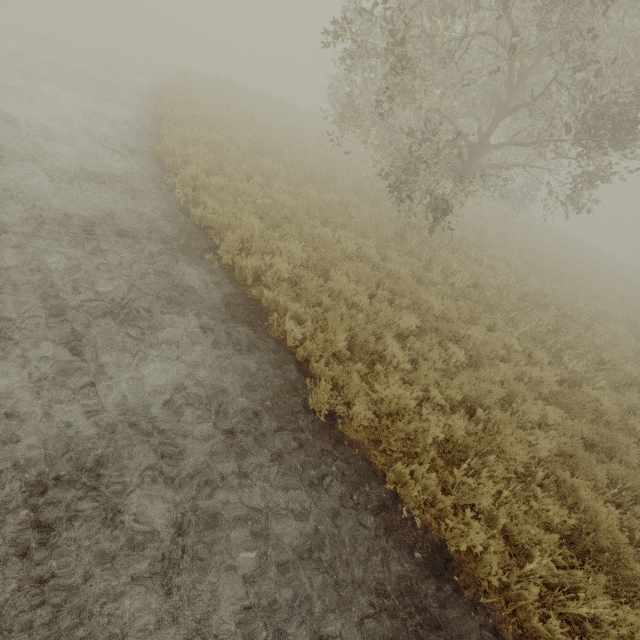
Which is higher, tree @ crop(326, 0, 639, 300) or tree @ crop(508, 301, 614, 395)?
tree @ crop(326, 0, 639, 300)

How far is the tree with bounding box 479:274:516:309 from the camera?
9.3 meters

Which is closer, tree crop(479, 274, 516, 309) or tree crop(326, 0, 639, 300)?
tree crop(326, 0, 639, 300)

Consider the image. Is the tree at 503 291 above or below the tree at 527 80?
below

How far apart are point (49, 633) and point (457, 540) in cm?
382

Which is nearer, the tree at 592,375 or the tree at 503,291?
the tree at 592,375
